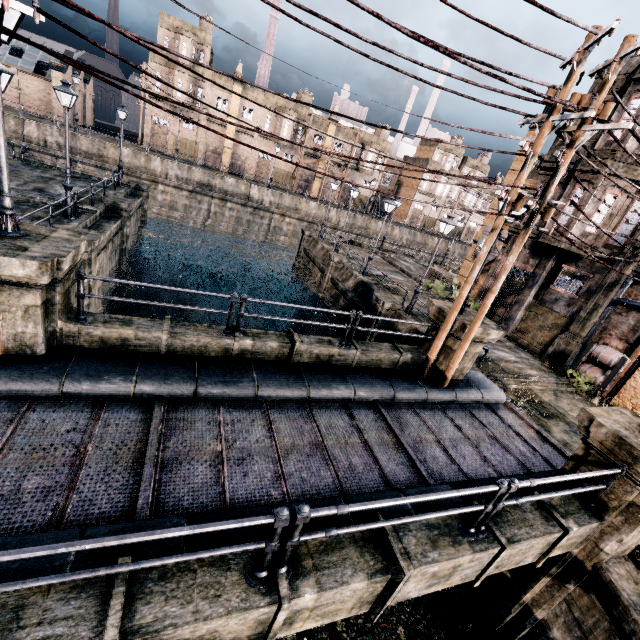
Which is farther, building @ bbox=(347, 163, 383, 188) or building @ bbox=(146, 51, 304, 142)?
building @ bbox=(347, 163, 383, 188)

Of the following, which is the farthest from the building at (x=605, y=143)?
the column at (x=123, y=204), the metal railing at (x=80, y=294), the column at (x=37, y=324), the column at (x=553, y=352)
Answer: the column at (x=123, y=204)

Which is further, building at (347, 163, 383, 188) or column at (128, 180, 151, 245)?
building at (347, 163, 383, 188)

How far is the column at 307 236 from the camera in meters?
33.4 m

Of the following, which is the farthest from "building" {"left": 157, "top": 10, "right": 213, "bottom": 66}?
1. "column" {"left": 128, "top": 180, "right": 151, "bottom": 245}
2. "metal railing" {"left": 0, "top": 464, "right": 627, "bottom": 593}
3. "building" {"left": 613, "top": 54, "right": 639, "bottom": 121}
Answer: "metal railing" {"left": 0, "top": 464, "right": 627, "bottom": 593}

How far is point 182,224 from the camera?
42.6 meters

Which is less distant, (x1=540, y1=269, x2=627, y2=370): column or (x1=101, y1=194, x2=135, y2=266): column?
(x1=540, y1=269, x2=627, y2=370): column

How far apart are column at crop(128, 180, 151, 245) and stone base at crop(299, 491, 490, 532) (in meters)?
28.35
